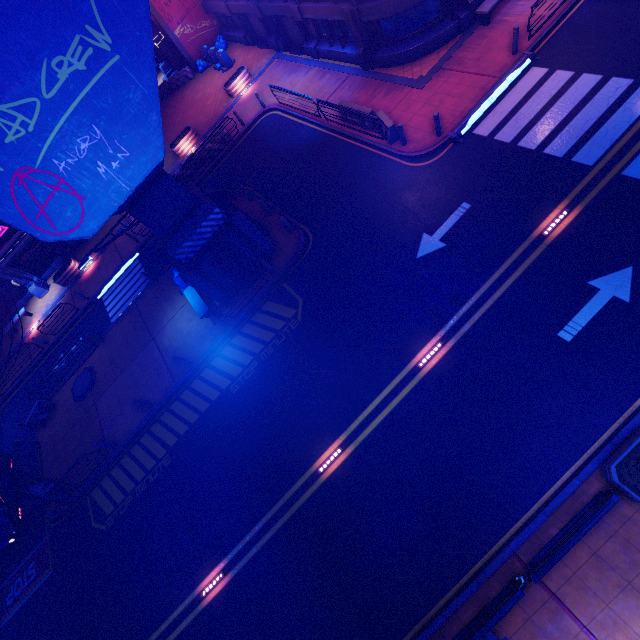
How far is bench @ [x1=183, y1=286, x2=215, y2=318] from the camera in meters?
15.9 m

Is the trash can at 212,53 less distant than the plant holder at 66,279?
No

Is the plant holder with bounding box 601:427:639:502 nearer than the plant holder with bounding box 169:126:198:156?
Yes

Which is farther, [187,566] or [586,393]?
[187,566]

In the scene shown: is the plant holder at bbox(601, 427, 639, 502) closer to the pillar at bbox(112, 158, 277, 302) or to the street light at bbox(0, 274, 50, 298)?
the pillar at bbox(112, 158, 277, 302)

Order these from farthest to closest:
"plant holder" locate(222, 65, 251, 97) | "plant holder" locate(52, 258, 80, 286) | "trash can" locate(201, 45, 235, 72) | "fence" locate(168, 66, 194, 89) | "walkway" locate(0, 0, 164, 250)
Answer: "fence" locate(168, 66, 194, 89)
"trash can" locate(201, 45, 235, 72)
"plant holder" locate(52, 258, 80, 286)
"plant holder" locate(222, 65, 251, 97)
"walkway" locate(0, 0, 164, 250)

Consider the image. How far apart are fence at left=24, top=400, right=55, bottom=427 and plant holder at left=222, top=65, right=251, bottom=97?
24.66m

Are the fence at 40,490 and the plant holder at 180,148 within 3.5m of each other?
no
